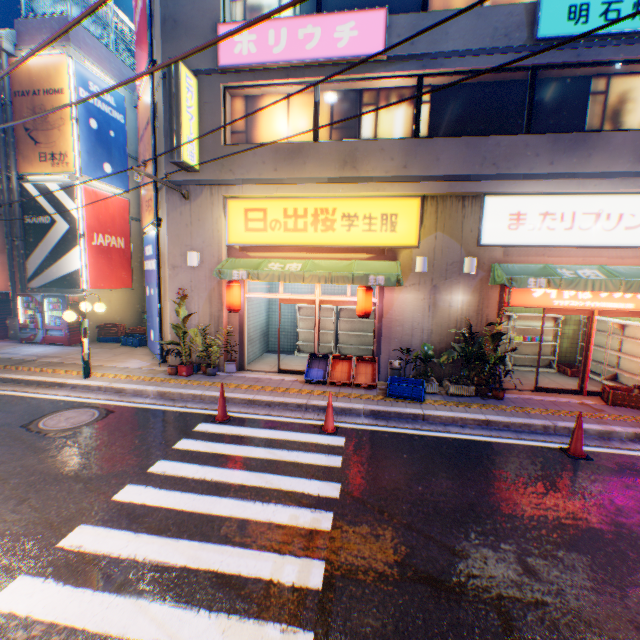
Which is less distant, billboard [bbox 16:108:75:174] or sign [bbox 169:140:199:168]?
sign [bbox 169:140:199:168]

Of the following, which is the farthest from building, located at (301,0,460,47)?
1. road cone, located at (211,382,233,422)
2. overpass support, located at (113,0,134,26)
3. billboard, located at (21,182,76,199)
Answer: overpass support, located at (113,0,134,26)

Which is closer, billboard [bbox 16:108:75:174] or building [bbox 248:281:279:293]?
building [bbox 248:281:279:293]

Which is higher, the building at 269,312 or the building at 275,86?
the building at 275,86

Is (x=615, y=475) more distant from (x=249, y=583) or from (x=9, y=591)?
(x=9, y=591)

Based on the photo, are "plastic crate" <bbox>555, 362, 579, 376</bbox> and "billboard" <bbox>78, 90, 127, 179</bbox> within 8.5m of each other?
no

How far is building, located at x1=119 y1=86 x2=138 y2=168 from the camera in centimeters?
1530cm

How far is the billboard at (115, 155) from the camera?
13.1m
